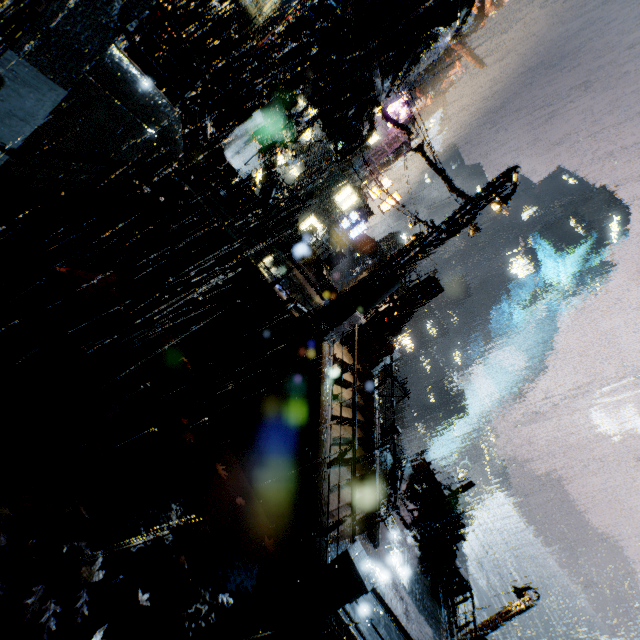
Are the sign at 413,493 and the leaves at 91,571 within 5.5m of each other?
no

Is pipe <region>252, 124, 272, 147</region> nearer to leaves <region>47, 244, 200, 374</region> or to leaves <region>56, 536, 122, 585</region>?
leaves <region>47, 244, 200, 374</region>

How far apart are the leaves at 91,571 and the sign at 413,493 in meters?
14.4 m

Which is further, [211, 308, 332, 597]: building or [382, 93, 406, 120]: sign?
[382, 93, 406, 120]: sign

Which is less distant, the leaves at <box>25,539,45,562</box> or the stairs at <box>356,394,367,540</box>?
the leaves at <box>25,539,45,562</box>

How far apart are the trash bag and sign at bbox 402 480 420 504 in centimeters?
166cm

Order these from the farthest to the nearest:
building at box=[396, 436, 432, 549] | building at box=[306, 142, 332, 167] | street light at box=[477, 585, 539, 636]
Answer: building at box=[306, 142, 332, 167] < street light at box=[477, 585, 539, 636] < building at box=[396, 436, 432, 549]

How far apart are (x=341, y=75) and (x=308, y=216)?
22.1 meters
